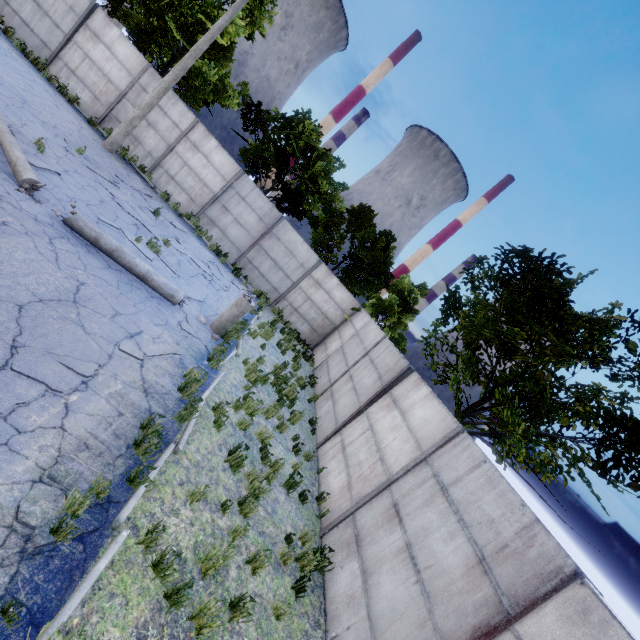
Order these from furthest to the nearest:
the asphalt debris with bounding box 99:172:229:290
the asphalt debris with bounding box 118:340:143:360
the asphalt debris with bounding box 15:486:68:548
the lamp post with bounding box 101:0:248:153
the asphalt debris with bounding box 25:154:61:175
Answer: the lamp post with bounding box 101:0:248:153 < the asphalt debris with bounding box 99:172:229:290 < the asphalt debris with bounding box 25:154:61:175 < the asphalt debris with bounding box 118:340:143:360 < the asphalt debris with bounding box 15:486:68:548

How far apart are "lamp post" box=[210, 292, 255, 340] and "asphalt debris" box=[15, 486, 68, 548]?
5.46m

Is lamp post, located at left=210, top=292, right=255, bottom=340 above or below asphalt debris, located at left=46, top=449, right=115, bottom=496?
above

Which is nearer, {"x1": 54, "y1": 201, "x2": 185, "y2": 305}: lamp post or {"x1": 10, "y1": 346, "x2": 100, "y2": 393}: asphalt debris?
{"x1": 10, "y1": 346, "x2": 100, "y2": 393}: asphalt debris

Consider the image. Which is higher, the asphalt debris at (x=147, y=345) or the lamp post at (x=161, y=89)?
the lamp post at (x=161, y=89)

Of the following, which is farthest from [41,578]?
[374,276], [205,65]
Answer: [205,65]

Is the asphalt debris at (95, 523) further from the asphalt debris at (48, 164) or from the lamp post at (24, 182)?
the asphalt debris at (48, 164)

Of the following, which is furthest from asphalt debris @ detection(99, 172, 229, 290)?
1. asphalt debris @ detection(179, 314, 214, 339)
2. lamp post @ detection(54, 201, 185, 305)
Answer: asphalt debris @ detection(179, 314, 214, 339)
